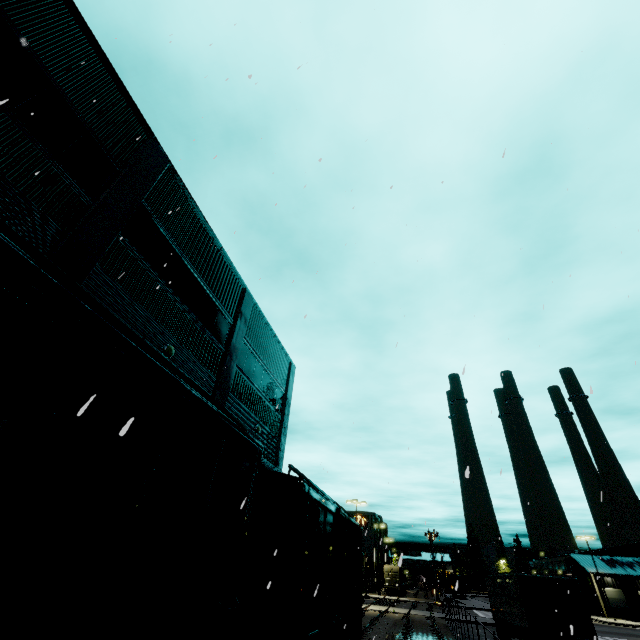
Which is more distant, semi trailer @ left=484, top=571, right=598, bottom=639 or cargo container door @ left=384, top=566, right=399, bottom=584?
cargo container door @ left=384, top=566, right=399, bottom=584

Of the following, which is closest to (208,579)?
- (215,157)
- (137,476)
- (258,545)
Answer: (137,476)

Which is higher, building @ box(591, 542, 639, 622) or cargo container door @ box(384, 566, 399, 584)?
building @ box(591, 542, 639, 622)

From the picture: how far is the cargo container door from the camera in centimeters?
5469cm

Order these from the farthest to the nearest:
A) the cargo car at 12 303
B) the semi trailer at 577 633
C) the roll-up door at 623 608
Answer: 1. the roll-up door at 623 608
2. the semi trailer at 577 633
3. the cargo car at 12 303

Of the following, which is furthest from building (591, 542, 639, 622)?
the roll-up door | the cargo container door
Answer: the cargo container door

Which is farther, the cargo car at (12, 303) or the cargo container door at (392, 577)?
the cargo container door at (392, 577)

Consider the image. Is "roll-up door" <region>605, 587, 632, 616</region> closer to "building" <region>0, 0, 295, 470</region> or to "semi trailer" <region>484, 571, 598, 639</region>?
"building" <region>0, 0, 295, 470</region>
